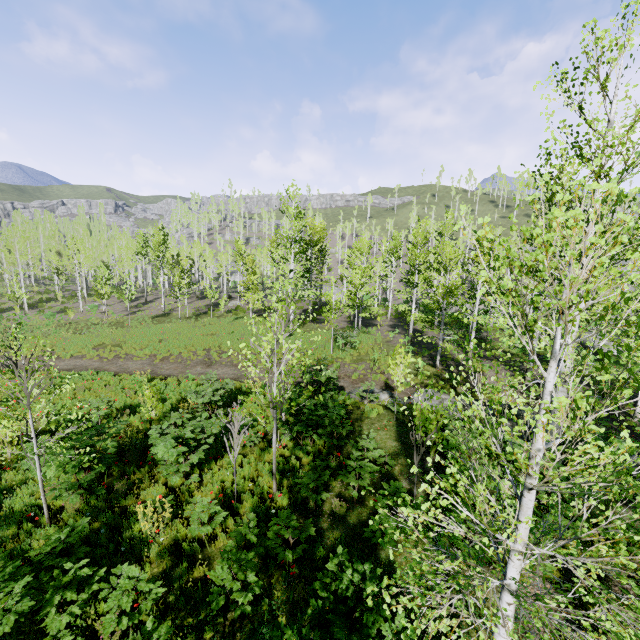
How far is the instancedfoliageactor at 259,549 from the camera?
5.2 meters

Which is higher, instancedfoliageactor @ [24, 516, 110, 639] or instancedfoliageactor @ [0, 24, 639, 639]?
instancedfoliageactor @ [0, 24, 639, 639]

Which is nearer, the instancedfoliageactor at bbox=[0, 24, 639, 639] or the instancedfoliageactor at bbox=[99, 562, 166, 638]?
the instancedfoliageactor at bbox=[0, 24, 639, 639]

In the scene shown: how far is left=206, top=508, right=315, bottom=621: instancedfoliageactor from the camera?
5.2 meters

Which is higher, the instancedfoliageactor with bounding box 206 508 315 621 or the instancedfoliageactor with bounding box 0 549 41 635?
the instancedfoliageactor with bounding box 0 549 41 635

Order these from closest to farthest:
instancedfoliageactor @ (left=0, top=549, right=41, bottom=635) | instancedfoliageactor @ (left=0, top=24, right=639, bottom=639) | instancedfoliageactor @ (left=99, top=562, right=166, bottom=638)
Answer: instancedfoliageactor @ (left=0, top=24, right=639, bottom=639), instancedfoliageactor @ (left=0, top=549, right=41, bottom=635), instancedfoliageactor @ (left=99, top=562, right=166, bottom=638)

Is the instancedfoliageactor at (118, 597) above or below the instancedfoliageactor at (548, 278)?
below

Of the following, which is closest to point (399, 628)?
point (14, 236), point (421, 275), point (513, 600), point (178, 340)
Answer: point (513, 600)
